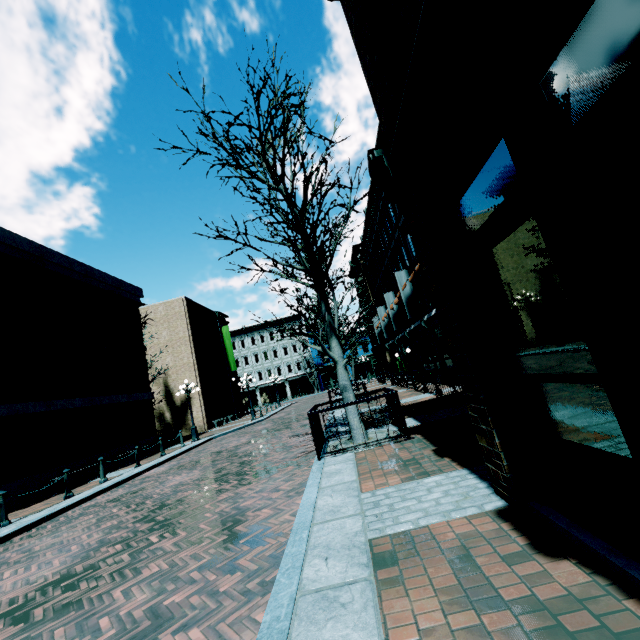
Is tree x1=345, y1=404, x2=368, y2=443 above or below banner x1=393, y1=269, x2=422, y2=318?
below

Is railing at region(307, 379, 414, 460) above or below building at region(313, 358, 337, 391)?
below

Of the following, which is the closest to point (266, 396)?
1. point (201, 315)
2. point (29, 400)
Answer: point (201, 315)

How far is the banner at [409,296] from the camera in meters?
18.5

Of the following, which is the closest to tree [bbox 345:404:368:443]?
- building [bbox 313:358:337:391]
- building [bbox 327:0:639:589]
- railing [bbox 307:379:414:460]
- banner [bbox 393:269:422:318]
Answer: railing [bbox 307:379:414:460]

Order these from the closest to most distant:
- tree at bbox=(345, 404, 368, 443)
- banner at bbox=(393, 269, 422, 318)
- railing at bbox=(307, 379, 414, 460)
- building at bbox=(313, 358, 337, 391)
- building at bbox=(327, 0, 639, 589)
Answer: building at bbox=(327, 0, 639, 589) → railing at bbox=(307, 379, 414, 460) → tree at bbox=(345, 404, 368, 443) → banner at bbox=(393, 269, 422, 318) → building at bbox=(313, 358, 337, 391)

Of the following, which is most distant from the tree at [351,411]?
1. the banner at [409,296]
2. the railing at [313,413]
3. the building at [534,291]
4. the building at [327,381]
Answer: the building at [327,381]

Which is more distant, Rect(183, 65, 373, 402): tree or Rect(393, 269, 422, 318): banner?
Rect(393, 269, 422, 318): banner
